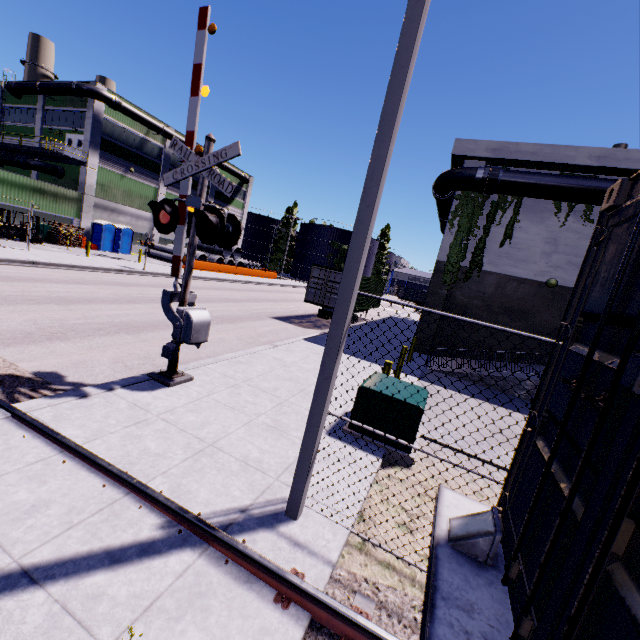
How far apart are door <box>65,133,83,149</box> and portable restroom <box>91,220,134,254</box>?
5.8m

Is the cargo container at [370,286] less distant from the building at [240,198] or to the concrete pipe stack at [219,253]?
the building at [240,198]

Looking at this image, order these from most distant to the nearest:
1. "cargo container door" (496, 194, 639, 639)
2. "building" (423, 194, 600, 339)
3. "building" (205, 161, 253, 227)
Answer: "building" (205, 161, 253, 227), "building" (423, 194, 600, 339), "cargo container door" (496, 194, 639, 639)

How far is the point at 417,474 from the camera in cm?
599

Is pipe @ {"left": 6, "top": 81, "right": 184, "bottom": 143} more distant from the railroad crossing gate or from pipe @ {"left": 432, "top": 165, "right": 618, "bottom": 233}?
the railroad crossing gate

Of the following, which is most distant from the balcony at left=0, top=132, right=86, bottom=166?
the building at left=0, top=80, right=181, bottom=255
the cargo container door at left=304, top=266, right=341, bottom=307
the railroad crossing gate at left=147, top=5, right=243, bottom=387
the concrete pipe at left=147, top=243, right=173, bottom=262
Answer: the railroad crossing gate at left=147, top=5, right=243, bottom=387

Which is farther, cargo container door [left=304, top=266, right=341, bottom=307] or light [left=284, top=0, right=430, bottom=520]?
cargo container door [left=304, top=266, right=341, bottom=307]

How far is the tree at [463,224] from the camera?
15.6m
